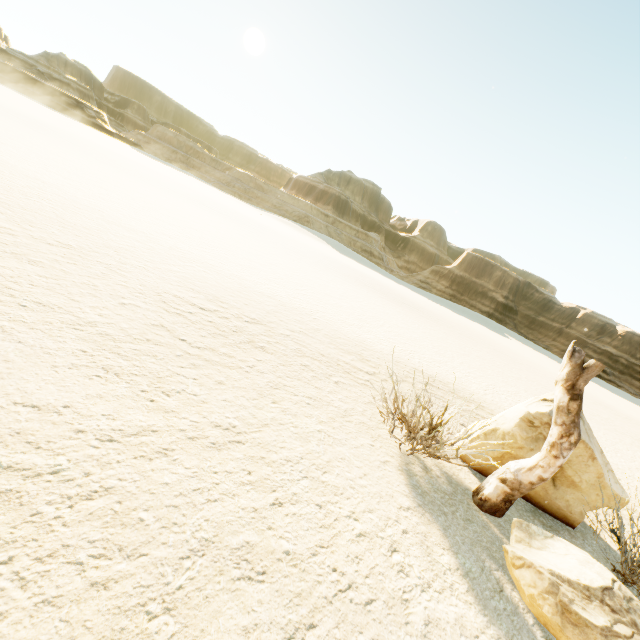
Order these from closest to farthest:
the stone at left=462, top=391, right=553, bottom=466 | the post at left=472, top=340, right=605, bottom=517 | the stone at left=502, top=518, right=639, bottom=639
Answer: the stone at left=502, top=518, right=639, bottom=639 → the post at left=472, top=340, right=605, bottom=517 → the stone at left=462, top=391, right=553, bottom=466

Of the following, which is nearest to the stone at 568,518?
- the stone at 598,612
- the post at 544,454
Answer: the post at 544,454

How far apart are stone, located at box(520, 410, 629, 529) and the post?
0.3m

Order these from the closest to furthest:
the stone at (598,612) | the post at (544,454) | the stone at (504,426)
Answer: the stone at (598,612), the post at (544,454), the stone at (504,426)

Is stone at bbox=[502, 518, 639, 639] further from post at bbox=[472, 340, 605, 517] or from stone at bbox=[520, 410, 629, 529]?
stone at bbox=[520, 410, 629, 529]

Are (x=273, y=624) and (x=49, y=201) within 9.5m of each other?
no

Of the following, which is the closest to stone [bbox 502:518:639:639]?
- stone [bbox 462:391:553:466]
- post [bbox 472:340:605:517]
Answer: post [bbox 472:340:605:517]

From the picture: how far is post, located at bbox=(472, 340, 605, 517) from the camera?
3.71m
